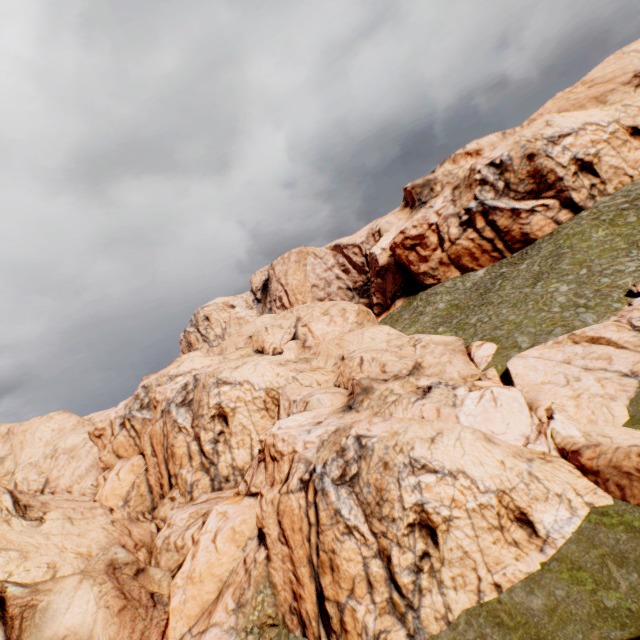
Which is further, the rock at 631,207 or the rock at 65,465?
the rock at 631,207

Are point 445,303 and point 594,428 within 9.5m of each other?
no

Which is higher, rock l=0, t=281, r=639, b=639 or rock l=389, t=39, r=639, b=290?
rock l=389, t=39, r=639, b=290

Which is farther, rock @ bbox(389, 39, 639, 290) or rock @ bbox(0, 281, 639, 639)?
rock @ bbox(389, 39, 639, 290)
